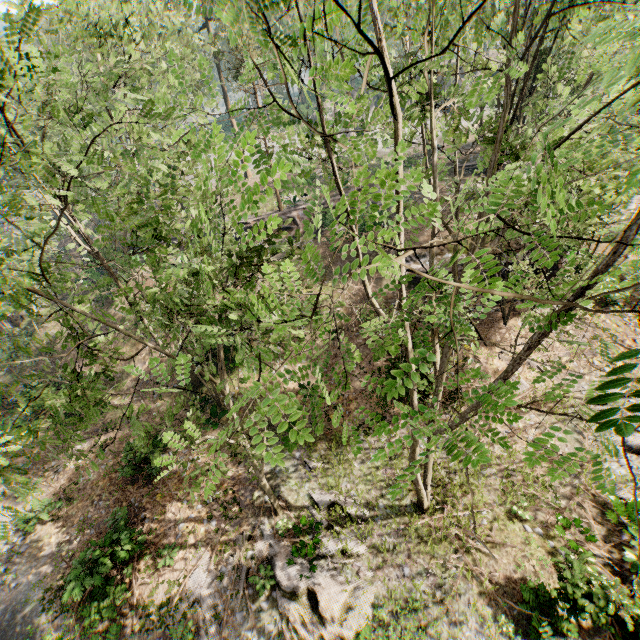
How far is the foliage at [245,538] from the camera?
11.2 meters

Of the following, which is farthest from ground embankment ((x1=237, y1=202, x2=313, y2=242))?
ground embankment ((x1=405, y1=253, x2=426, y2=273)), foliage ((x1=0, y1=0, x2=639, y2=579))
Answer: ground embankment ((x1=405, y1=253, x2=426, y2=273))

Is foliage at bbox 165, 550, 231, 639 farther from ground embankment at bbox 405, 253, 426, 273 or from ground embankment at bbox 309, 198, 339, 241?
ground embankment at bbox 309, 198, 339, 241

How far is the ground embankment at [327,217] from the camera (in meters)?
27.85

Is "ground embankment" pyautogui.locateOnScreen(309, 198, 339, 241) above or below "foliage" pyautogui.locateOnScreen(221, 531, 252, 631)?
above

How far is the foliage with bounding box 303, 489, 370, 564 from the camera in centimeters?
1191cm

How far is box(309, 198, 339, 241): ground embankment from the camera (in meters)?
27.85

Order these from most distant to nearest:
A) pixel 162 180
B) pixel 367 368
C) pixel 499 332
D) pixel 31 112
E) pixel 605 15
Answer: pixel 367 368, pixel 499 332, pixel 162 180, pixel 31 112, pixel 605 15
